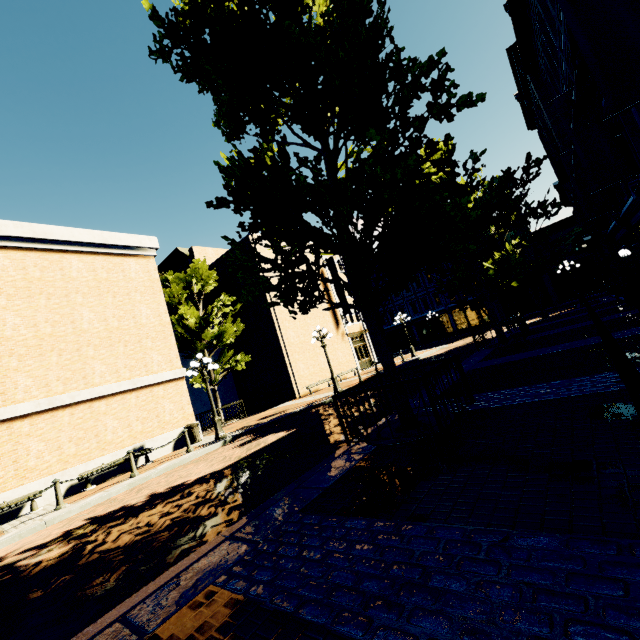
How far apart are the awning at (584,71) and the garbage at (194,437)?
16.45m

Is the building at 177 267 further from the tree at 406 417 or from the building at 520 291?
the building at 520 291

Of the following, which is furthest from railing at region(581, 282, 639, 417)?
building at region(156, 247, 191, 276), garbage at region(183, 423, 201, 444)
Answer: building at region(156, 247, 191, 276)

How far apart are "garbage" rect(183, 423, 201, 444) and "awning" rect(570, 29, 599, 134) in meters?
16.4 m

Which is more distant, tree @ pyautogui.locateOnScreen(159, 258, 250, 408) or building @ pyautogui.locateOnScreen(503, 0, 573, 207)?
tree @ pyautogui.locateOnScreen(159, 258, 250, 408)

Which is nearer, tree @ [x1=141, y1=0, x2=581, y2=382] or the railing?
the railing

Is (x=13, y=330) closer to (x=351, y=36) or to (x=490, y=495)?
(x=351, y=36)

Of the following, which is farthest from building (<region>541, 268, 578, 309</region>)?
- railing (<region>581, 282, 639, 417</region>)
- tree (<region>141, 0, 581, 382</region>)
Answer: railing (<region>581, 282, 639, 417</region>)
